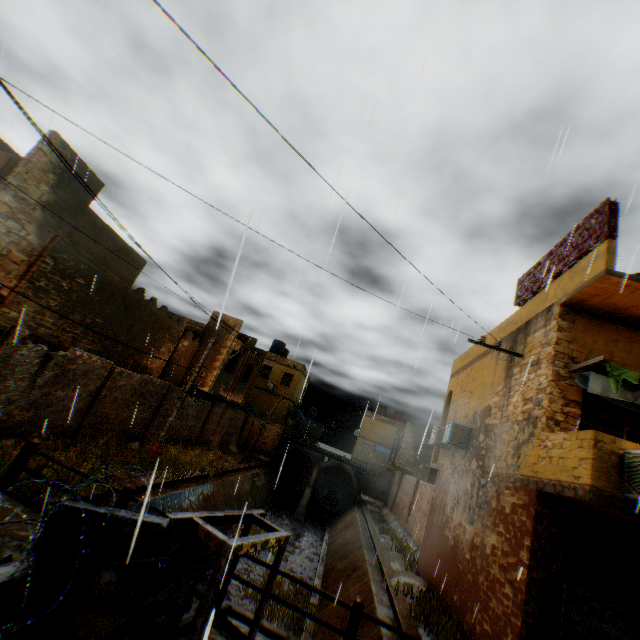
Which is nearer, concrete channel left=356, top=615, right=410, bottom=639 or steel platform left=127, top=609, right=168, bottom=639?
steel platform left=127, top=609, right=168, bottom=639

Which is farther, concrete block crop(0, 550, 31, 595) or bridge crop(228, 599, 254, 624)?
bridge crop(228, 599, 254, 624)

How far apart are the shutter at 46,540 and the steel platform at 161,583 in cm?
47

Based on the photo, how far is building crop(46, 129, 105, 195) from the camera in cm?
974

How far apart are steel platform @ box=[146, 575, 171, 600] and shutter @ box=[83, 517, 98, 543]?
0.5 meters

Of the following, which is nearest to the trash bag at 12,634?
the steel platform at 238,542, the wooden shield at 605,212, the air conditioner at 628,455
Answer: the steel platform at 238,542

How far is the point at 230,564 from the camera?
5.3m

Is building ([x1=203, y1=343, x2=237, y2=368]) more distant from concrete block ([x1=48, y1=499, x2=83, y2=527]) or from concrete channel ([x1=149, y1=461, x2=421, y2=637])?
concrete block ([x1=48, y1=499, x2=83, y2=527])
